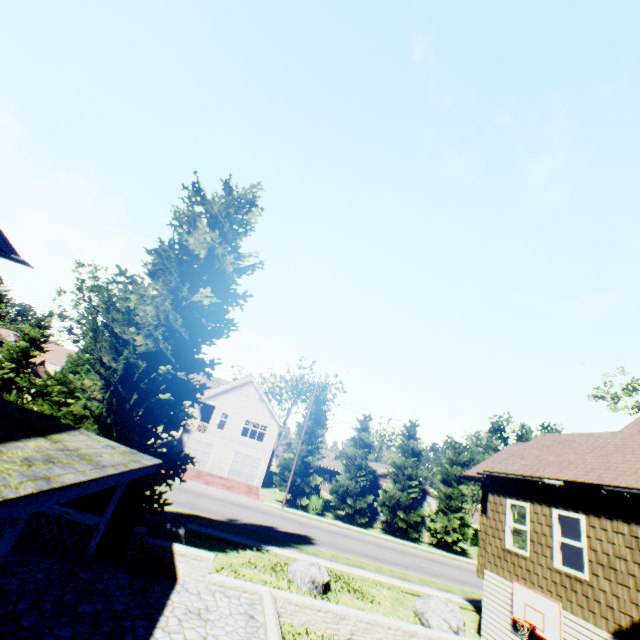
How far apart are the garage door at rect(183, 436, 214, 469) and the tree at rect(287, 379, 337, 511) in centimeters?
1105cm

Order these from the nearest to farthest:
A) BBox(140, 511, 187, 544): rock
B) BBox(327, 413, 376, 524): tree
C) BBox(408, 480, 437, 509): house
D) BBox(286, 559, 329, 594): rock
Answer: BBox(140, 511, 187, 544): rock
BBox(286, 559, 329, 594): rock
BBox(327, 413, 376, 524): tree
BBox(408, 480, 437, 509): house

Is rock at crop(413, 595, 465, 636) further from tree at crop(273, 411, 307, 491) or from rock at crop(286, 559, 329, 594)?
tree at crop(273, 411, 307, 491)

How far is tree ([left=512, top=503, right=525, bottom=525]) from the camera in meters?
34.6

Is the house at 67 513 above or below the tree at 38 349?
below

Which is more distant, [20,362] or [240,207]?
[20,362]

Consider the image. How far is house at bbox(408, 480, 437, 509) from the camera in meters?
37.2 m

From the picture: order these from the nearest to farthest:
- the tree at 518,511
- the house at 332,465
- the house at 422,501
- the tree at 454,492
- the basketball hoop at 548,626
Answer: the basketball hoop at 548,626, the tree at 454,492, the tree at 518,511, the house at 422,501, the house at 332,465
